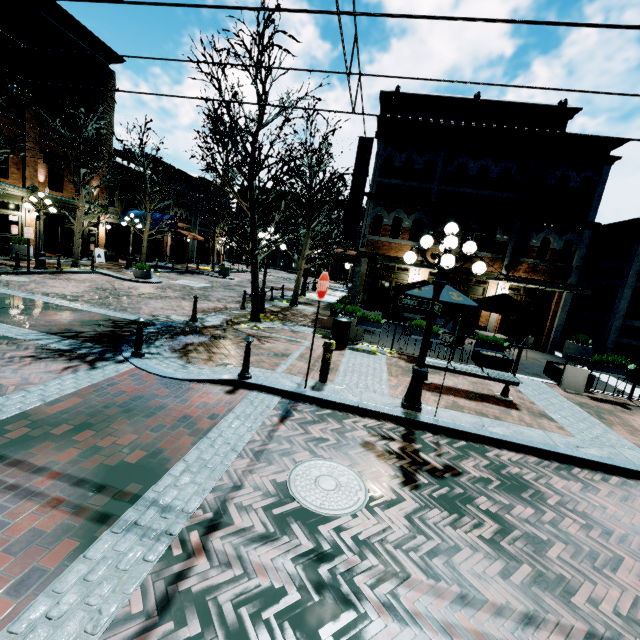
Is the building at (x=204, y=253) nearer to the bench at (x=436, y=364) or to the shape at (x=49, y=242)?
the shape at (x=49, y=242)

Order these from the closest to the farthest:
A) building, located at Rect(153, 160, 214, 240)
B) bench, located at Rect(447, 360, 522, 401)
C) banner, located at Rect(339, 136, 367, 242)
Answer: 1. bench, located at Rect(447, 360, 522, 401)
2. banner, located at Rect(339, 136, 367, 242)
3. building, located at Rect(153, 160, 214, 240)

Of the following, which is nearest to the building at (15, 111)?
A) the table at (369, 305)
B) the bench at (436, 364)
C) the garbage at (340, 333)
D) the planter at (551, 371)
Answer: the table at (369, 305)

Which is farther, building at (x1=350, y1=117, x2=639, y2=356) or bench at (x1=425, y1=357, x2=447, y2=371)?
building at (x1=350, y1=117, x2=639, y2=356)

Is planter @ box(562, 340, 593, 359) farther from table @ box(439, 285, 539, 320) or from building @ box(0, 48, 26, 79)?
table @ box(439, 285, 539, 320)

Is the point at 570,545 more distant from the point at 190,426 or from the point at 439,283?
the point at 190,426

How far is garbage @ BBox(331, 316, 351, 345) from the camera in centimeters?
1037cm

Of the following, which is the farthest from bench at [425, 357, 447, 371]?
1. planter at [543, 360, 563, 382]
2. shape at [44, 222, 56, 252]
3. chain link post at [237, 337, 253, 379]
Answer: shape at [44, 222, 56, 252]
